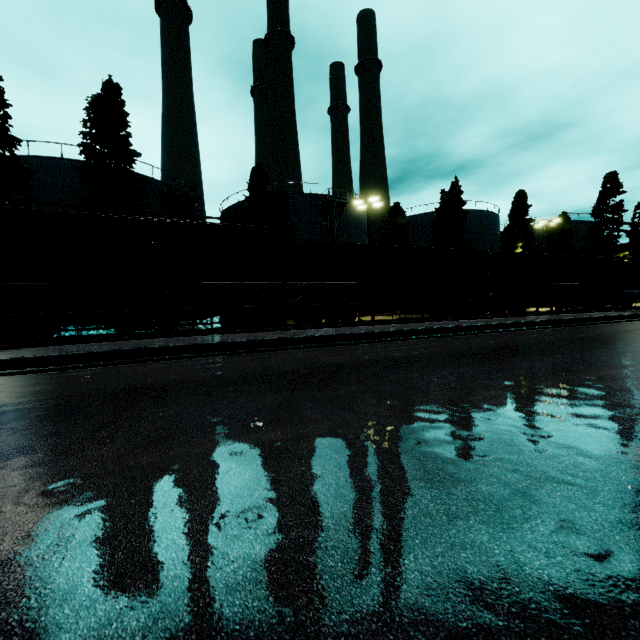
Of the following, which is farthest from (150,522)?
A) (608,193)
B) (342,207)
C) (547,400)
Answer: (608,193)

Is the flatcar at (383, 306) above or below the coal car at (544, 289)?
below

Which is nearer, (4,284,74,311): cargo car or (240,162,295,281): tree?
(4,284,74,311): cargo car

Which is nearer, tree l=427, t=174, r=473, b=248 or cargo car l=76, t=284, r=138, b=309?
cargo car l=76, t=284, r=138, b=309

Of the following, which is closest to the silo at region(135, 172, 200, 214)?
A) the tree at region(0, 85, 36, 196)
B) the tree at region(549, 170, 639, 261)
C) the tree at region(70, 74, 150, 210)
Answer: the tree at region(549, 170, 639, 261)

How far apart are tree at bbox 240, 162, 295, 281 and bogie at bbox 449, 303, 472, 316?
15.5 meters

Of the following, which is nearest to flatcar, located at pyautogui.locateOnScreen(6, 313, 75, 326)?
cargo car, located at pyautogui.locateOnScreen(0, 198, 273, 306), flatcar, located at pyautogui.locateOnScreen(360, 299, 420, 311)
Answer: cargo car, located at pyautogui.locateOnScreen(0, 198, 273, 306)

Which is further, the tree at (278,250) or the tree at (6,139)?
the tree at (278,250)
